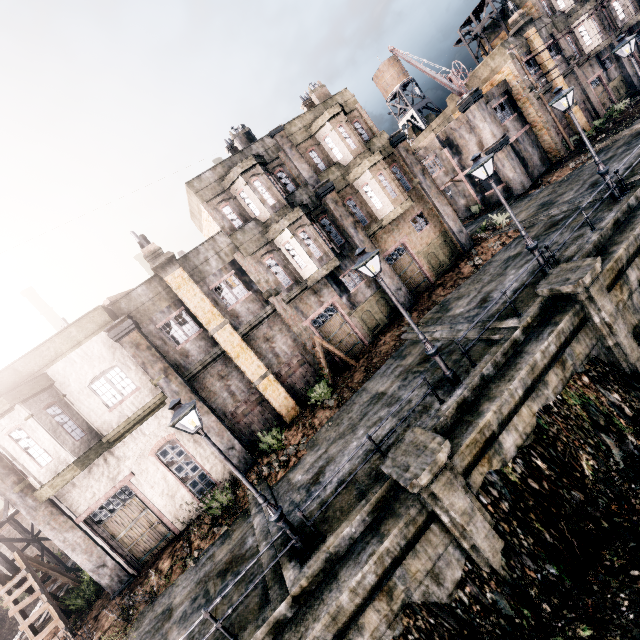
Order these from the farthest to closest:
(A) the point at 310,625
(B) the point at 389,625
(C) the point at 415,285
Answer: (C) the point at 415,285 → (B) the point at 389,625 → (A) the point at 310,625

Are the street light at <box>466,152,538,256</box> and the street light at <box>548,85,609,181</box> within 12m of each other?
yes

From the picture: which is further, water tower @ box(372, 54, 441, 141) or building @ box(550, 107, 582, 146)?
water tower @ box(372, 54, 441, 141)

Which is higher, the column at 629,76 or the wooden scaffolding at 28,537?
the wooden scaffolding at 28,537

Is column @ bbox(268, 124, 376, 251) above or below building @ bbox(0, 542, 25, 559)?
above

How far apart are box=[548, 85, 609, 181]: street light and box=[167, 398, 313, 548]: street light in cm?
1963

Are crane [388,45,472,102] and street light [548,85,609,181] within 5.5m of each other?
no

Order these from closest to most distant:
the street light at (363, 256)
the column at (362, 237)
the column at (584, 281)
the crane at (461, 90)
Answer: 1. the street light at (363, 256)
2. the column at (584, 281)
3. the column at (362, 237)
4. the crane at (461, 90)
